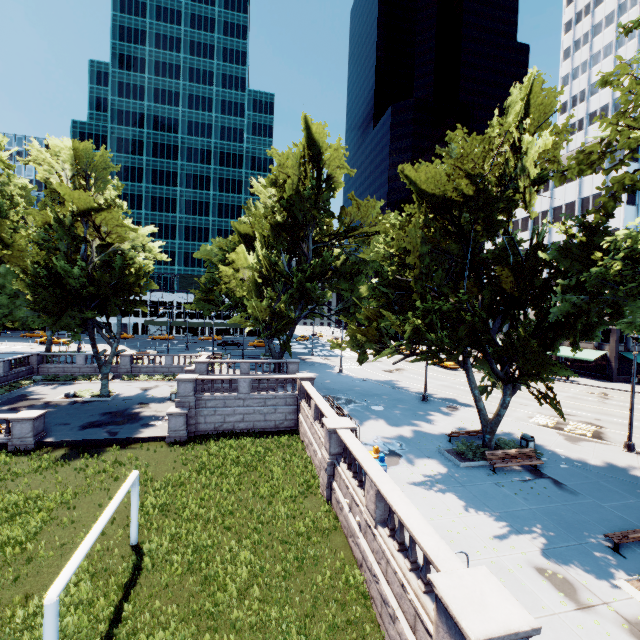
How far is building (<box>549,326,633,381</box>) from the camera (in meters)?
41.69

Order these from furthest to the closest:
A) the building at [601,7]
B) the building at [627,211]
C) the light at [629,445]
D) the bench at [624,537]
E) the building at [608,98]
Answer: the building at [608,98]
the building at [601,7]
the building at [627,211]
the light at [629,445]
the bench at [624,537]

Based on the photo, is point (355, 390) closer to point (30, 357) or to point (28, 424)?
point (28, 424)

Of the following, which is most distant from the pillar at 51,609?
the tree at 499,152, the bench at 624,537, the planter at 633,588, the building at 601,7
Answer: the building at 601,7

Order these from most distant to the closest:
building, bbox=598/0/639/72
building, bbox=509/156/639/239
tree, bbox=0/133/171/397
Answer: building, bbox=598/0/639/72, building, bbox=509/156/639/239, tree, bbox=0/133/171/397

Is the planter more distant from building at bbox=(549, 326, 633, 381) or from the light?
building at bbox=(549, 326, 633, 381)

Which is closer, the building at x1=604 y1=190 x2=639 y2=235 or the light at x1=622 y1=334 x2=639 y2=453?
the light at x1=622 y1=334 x2=639 y2=453
